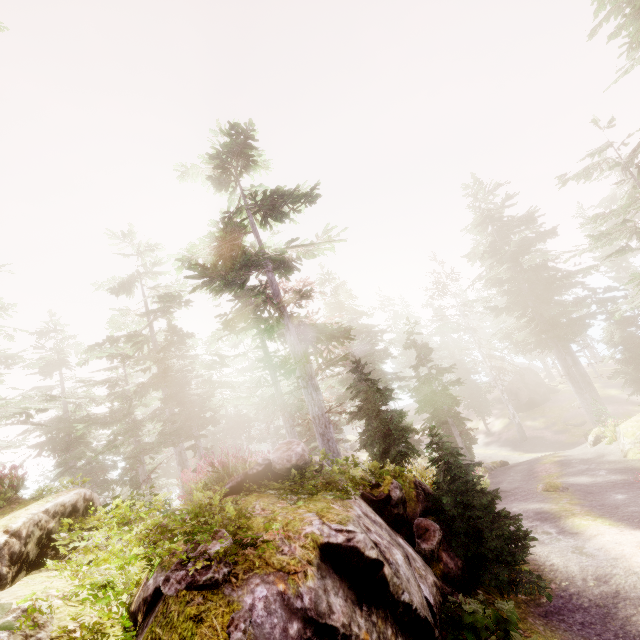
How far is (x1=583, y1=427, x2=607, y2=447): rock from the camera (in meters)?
21.73

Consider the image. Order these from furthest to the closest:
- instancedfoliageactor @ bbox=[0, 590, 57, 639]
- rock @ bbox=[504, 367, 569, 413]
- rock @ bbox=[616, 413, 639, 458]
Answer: rock @ bbox=[504, 367, 569, 413], rock @ bbox=[616, 413, 639, 458], instancedfoliageactor @ bbox=[0, 590, 57, 639]

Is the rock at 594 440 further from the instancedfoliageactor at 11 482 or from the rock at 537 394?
the rock at 537 394

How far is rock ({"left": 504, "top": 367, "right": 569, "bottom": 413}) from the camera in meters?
39.8 m

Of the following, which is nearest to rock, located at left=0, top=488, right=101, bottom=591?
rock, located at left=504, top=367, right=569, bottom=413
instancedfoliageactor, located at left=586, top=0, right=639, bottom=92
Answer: instancedfoliageactor, located at left=586, top=0, right=639, bottom=92

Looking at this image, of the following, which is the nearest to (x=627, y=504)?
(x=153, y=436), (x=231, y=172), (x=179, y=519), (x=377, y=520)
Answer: (x=377, y=520)

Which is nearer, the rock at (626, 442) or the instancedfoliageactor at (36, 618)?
the instancedfoliageactor at (36, 618)
